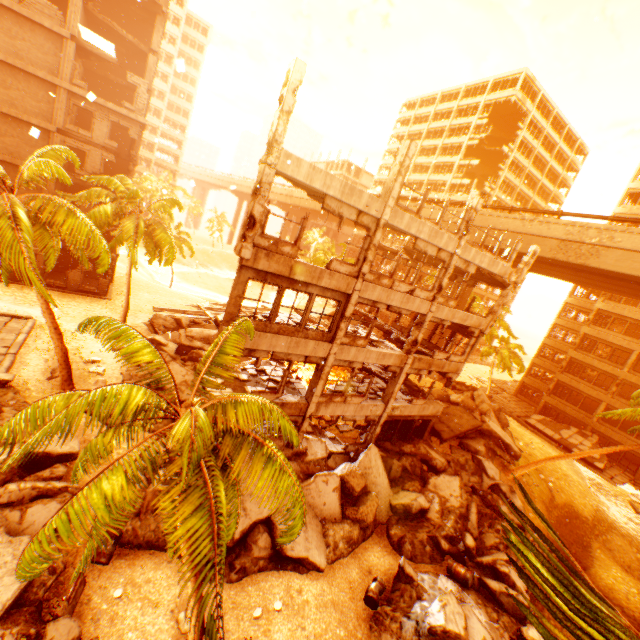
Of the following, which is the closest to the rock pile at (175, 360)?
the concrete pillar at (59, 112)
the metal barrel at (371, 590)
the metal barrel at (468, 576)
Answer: the concrete pillar at (59, 112)

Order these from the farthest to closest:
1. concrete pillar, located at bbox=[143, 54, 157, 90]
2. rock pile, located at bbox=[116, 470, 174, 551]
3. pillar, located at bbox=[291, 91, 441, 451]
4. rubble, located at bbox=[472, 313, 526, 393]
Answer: rubble, located at bbox=[472, 313, 526, 393]
concrete pillar, located at bbox=[143, 54, 157, 90]
pillar, located at bbox=[291, 91, 441, 451]
rock pile, located at bbox=[116, 470, 174, 551]

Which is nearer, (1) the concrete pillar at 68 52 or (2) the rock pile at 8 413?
(2) the rock pile at 8 413

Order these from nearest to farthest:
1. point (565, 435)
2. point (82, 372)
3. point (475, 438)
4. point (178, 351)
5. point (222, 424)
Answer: point (222, 424) → point (82, 372) → point (178, 351) → point (475, 438) → point (565, 435)

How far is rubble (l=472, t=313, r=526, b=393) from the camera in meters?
34.2

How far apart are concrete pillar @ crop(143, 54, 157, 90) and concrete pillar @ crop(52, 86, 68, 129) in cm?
733

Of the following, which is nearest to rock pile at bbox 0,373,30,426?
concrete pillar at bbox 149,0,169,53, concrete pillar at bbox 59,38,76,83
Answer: concrete pillar at bbox 59,38,76,83

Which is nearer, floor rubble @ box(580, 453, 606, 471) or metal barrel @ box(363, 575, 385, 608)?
metal barrel @ box(363, 575, 385, 608)
